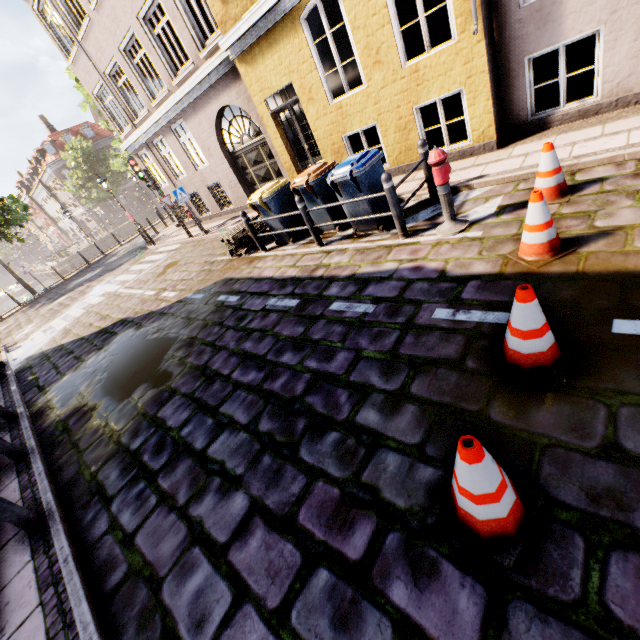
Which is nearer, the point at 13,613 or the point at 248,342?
the point at 13,613

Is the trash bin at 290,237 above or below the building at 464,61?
below

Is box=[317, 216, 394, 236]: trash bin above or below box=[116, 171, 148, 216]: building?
below

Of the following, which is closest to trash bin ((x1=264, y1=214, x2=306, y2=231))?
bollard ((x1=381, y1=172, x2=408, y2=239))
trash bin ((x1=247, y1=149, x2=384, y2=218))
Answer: trash bin ((x1=247, y1=149, x2=384, y2=218))

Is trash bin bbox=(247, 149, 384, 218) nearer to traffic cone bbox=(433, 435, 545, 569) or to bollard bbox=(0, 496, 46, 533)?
traffic cone bbox=(433, 435, 545, 569)

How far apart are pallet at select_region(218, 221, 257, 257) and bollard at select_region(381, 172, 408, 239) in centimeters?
438cm

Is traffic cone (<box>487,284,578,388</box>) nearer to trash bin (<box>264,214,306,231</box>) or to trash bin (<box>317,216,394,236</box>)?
trash bin (<box>317,216,394,236</box>)

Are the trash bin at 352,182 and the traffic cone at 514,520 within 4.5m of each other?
no
